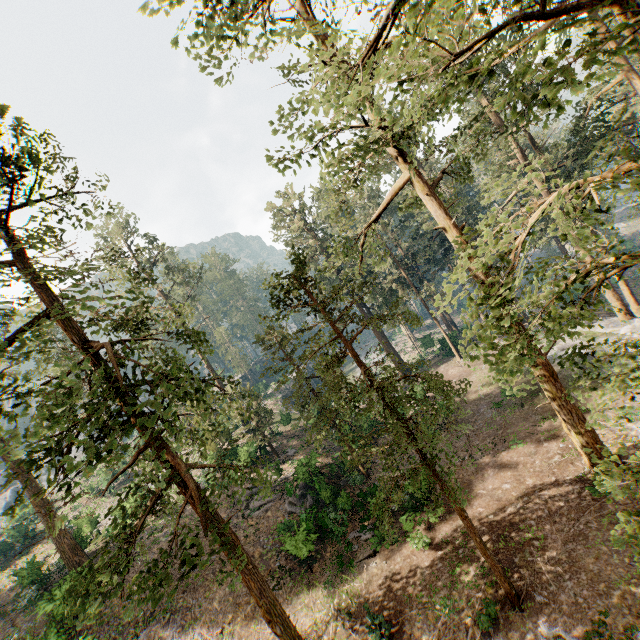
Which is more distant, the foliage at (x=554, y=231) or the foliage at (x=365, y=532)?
the foliage at (x=365, y=532)

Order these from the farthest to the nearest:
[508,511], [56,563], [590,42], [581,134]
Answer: [56,563], [581,134], [508,511], [590,42]

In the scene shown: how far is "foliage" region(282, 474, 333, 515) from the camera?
23.5 meters

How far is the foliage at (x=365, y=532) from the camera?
19.0m

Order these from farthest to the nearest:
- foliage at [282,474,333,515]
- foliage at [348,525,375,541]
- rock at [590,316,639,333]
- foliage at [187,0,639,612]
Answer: rock at [590,316,639,333] < foliage at [282,474,333,515] < foliage at [348,525,375,541] < foliage at [187,0,639,612]

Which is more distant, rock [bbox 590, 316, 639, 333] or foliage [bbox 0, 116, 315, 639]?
rock [bbox 590, 316, 639, 333]

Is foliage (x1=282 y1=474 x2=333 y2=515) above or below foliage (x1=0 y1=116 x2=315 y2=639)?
below

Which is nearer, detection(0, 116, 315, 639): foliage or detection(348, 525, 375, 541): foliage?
detection(0, 116, 315, 639): foliage
